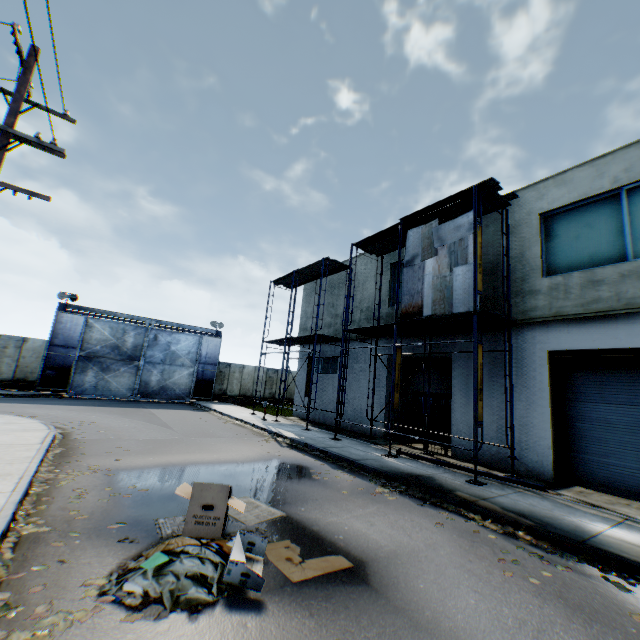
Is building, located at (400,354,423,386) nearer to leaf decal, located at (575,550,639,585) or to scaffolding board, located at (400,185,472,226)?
scaffolding board, located at (400,185,472,226)

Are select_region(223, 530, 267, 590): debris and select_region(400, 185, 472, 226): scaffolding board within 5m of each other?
no

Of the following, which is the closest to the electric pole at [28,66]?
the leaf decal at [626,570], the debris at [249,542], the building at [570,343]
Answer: the debris at [249,542]

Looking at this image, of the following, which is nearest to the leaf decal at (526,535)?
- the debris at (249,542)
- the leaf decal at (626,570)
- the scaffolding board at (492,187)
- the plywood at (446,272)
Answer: the leaf decal at (626,570)

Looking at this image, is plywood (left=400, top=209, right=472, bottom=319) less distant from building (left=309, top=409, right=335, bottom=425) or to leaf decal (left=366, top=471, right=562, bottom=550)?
building (left=309, top=409, right=335, bottom=425)

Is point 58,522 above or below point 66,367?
below

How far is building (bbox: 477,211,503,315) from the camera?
11.8m

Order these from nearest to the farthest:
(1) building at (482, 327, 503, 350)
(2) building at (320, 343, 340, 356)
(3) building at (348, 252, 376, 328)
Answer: (1) building at (482, 327, 503, 350) < (3) building at (348, 252, 376, 328) < (2) building at (320, 343, 340, 356)
